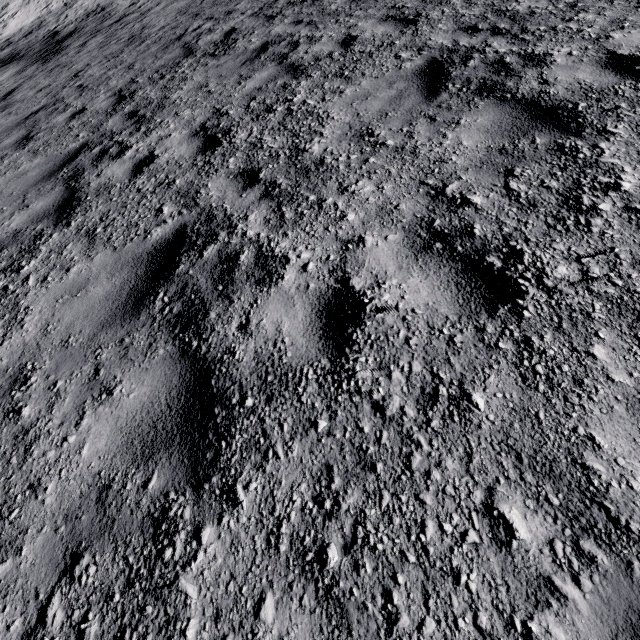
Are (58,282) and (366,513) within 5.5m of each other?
yes
